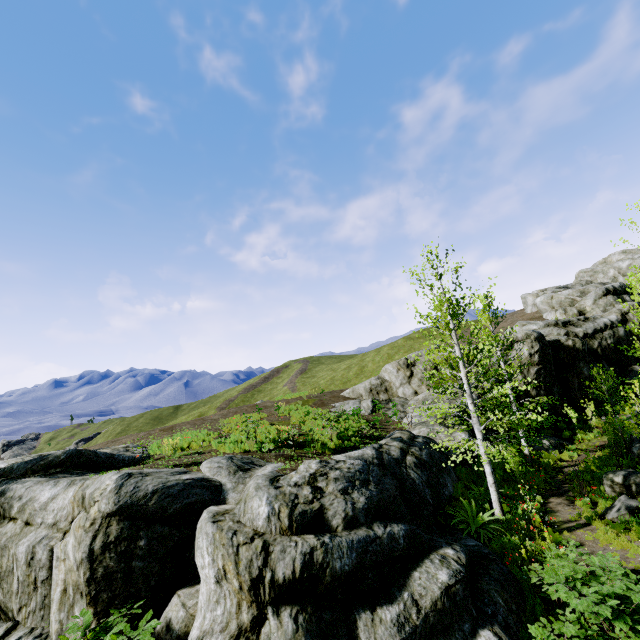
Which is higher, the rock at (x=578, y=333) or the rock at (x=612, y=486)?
the rock at (x=578, y=333)

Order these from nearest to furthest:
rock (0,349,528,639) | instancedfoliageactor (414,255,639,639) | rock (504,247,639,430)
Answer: rock (0,349,528,639), instancedfoliageactor (414,255,639,639), rock (504,247,639,430)

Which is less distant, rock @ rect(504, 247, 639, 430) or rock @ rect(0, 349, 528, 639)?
rock @ rect(0, 349, 528, 639)

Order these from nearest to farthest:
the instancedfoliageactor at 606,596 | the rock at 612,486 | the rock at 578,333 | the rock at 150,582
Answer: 1. the rock at 150,582
2. the instancedfoliageactor at 606,596
3. the rock at 612,486
4. the rock at 578,333

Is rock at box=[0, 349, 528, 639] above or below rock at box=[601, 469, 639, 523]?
above

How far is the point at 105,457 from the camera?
13.4m

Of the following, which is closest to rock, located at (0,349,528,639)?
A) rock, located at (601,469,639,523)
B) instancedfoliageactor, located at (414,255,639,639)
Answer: instancedfoliageactor, located at (414,255,639,639)
